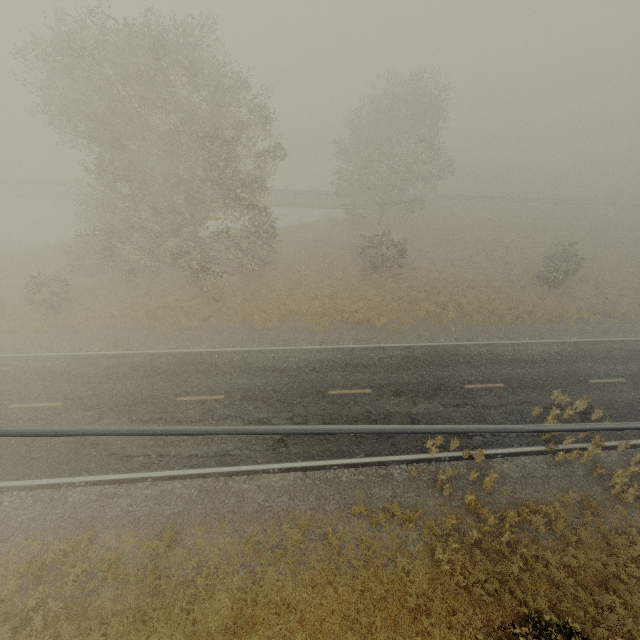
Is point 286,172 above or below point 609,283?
below
